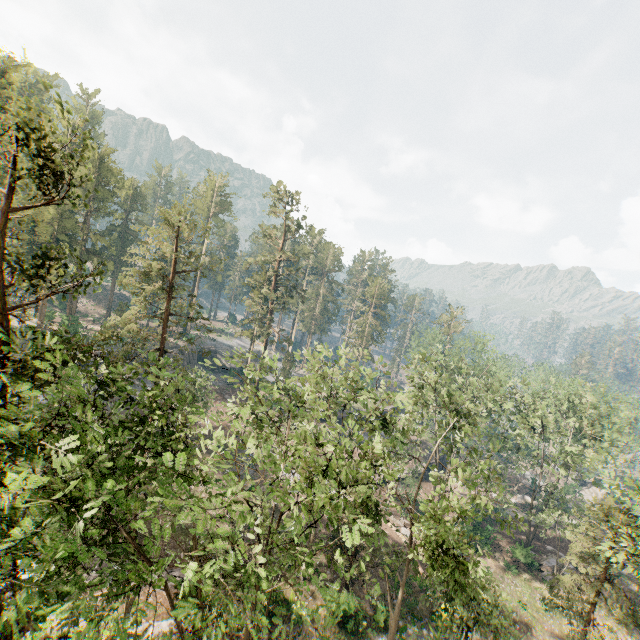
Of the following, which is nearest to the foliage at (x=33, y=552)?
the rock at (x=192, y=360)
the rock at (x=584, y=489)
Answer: the rock at (x=192, y=360)

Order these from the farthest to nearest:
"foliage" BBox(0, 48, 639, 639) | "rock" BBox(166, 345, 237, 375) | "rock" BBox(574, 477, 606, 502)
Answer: "rock" BBox(166, 345, 237, 375) → "rock" BBox(574, 477, 606, 502) → "foliage" BBox(0, 48, 639, 639)

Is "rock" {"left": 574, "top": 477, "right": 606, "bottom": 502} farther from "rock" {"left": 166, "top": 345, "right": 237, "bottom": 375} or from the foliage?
"rock" {"left": 166, "top": 345, "right": 237, "bottom": 375}

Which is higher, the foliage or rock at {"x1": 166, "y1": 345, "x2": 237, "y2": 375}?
the foliage

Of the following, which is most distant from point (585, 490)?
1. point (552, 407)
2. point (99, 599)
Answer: point (99, 599)

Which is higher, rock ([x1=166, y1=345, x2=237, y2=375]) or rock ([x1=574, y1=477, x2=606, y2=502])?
rock ([x1=166, y1=345, x2=237, y2=375])

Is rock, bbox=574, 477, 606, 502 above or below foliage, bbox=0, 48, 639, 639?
below

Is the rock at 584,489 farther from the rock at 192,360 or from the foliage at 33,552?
the rock at 192,360
